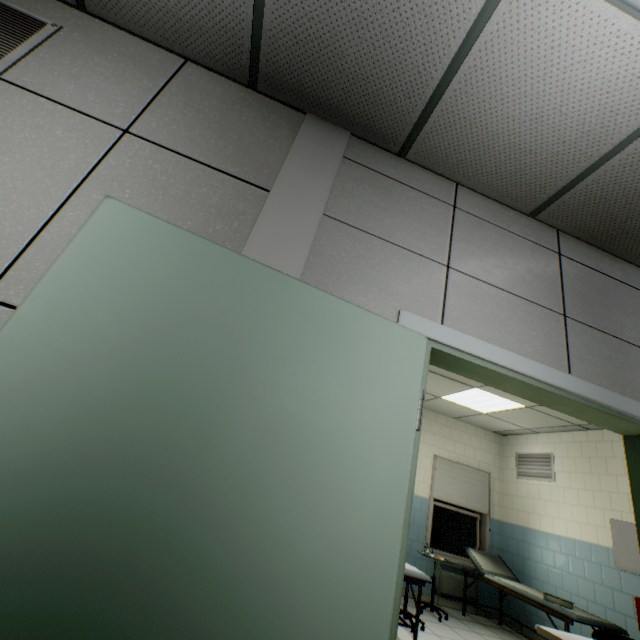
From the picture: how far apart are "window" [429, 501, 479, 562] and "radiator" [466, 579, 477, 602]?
0.18m

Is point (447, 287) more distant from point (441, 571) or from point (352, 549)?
point (441, 571)

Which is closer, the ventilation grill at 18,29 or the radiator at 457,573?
the ventilation grill at 18,29

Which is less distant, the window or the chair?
the chair

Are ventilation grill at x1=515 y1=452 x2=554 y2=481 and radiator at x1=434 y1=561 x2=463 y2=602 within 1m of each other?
no

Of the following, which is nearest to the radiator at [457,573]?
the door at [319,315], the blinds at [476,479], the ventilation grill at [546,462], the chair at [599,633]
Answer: the blinds at [476,479]

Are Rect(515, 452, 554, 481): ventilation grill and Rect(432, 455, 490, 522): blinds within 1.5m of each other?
yes

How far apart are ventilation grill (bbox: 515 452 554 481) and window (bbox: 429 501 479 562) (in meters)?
1.12
